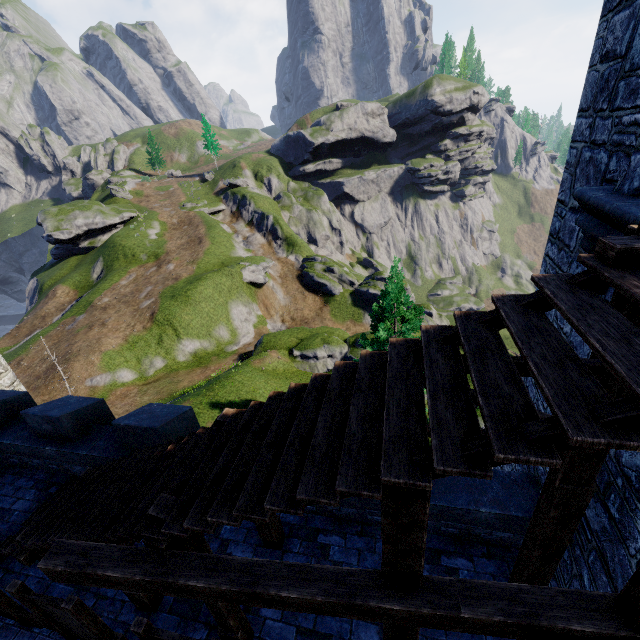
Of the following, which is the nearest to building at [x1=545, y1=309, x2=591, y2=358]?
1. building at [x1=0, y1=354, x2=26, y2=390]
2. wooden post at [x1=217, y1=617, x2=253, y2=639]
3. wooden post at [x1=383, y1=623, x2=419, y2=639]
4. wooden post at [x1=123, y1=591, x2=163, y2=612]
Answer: wooden post at [x1=383, y1=623, x2=419, y2=639]

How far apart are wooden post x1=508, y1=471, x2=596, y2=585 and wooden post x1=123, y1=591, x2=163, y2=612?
6.4 meters

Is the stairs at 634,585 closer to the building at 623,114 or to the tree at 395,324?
the building at 623,114

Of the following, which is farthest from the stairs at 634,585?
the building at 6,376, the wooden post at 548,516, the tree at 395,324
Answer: the tree at 395,324

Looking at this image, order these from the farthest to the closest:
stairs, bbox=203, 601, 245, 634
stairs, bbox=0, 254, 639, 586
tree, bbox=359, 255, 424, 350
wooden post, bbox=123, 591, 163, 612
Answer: tree, bbox=359, 255, 424, 350
wooden post, bbox=123, 591, 163, 612
stairs, bbox=203, 601, 245, 634
stairs, bbox=0, 254, 639, 586

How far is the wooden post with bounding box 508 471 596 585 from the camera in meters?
3.9

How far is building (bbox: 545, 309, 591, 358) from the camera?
4.8m

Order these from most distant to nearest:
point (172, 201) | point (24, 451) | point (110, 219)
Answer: point (172, 201), point (110, 219), point (24, 451)
